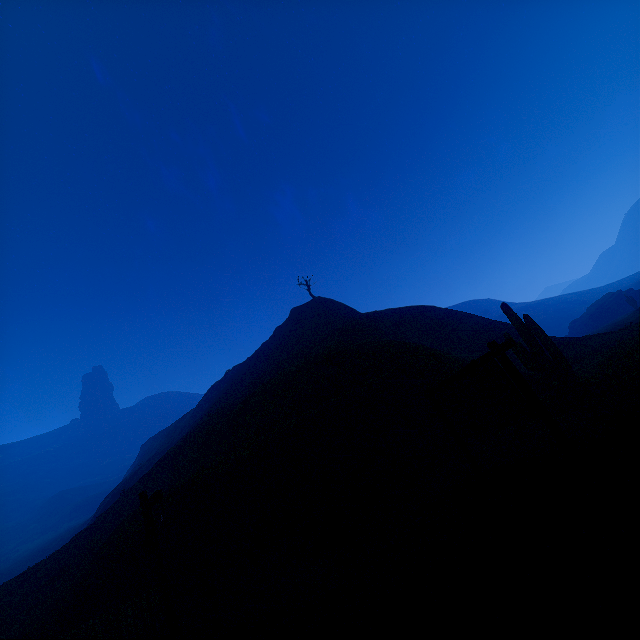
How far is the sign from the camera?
4.96m

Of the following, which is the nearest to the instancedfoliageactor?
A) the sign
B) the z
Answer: the z

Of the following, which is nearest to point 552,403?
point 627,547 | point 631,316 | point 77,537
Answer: point 627,547

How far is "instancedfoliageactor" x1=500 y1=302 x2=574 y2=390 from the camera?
12.42m

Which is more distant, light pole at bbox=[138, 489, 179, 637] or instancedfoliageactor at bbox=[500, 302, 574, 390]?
instancedfoliageactor at bbox=[500, 302, 574, 390]

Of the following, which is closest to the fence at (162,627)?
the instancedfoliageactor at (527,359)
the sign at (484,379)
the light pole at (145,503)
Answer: the light pole at (145,503)

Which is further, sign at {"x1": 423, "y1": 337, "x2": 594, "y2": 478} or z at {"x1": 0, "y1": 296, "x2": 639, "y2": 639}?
sign at {"x1": 423, "y1": 337, "x2": 594, "y2": 478}

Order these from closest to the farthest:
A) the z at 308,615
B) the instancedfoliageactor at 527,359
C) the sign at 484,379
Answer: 1. the z at 308,615
2. the sign at 484,379
3. the instancedfoliageactor at 527,359
